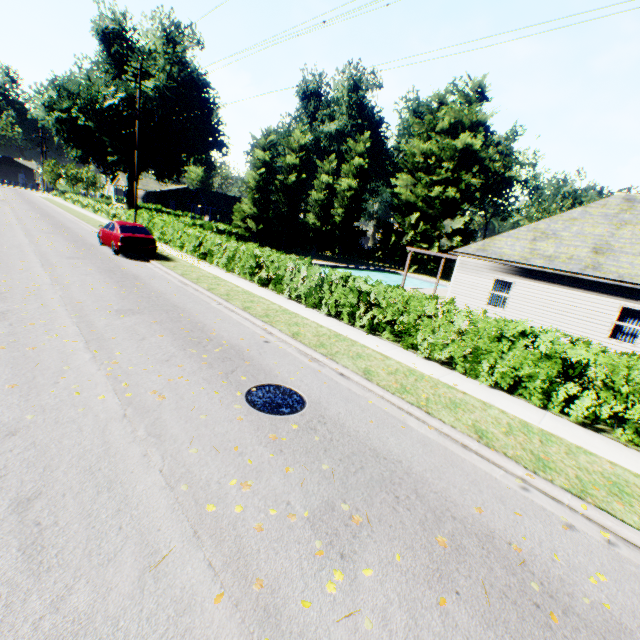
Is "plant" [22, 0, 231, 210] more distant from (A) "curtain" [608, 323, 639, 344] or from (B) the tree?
(A) "curtain" [608, 323, 639, 344]

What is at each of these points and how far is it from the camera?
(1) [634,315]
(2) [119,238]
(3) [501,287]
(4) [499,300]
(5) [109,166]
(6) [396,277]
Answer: (1) curtain, 13.2 meters
(2) car, 15.9 meters
(3) curtain, 16.6 meters
(4) curtain, 16.7 meters
(5) plant, 45.1 meters
(6) swimming pool, 41.6 meters

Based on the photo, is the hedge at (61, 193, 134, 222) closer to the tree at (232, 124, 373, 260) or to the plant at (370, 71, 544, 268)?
the tree at (232, 124, 373, 260)

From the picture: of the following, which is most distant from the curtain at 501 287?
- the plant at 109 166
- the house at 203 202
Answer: the house at 203 202

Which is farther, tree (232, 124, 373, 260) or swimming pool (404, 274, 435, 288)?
tree (232, 124, 373, 260)

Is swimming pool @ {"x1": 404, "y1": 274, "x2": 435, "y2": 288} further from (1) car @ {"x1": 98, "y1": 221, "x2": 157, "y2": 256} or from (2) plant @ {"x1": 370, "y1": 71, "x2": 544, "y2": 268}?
(1) car @ {"x1": 98, "y1": 221, "x2": 157, "y2": 256}

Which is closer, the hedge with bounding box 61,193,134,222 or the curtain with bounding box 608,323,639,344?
the curtain with bounding box 608,323,639,344

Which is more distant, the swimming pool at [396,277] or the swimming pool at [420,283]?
the swimming pool at [396,277]
